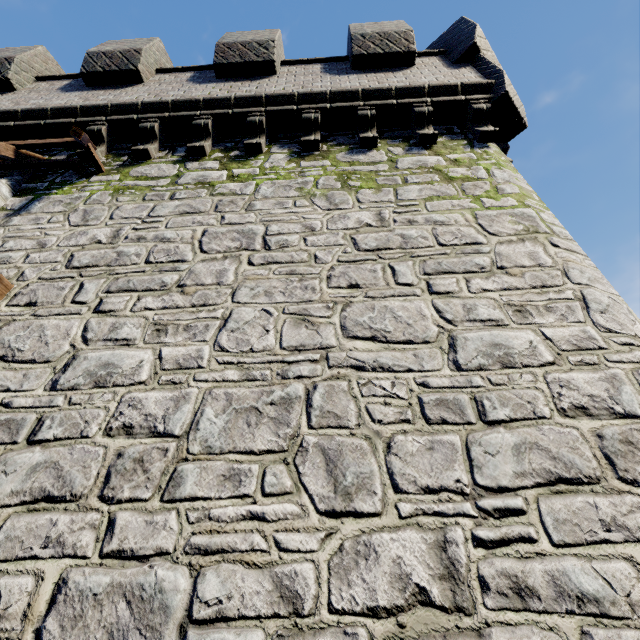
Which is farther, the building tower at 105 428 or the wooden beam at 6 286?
the wooden beam at 6 286

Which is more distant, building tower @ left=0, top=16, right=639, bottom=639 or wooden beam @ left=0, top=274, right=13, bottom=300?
wooden beam @ left=0, top=274, right=13, bottom=300

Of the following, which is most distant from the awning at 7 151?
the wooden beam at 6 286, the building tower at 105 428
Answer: the wooden beam at 6 286

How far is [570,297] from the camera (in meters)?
3.14

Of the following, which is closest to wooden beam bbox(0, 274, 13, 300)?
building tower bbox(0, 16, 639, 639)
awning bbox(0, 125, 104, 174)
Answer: building tower bbox(0, 16, 639, 639)

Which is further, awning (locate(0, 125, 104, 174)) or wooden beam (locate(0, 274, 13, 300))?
awning (locate(0, 125, 104, 174))

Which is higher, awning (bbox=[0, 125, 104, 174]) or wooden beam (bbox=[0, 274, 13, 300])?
awning (bbox=[0, 125, 104, 174])
